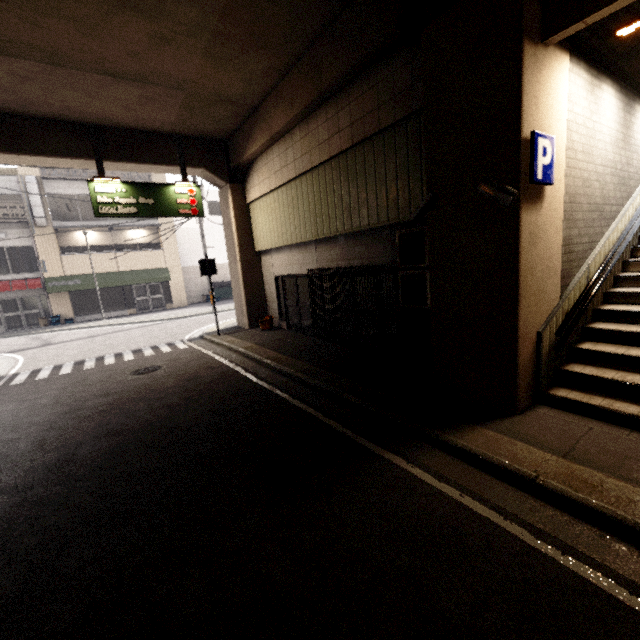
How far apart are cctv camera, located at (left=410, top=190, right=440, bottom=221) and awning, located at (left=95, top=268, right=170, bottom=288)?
22.1 meters

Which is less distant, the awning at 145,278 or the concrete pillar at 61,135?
the concrete pillar at 61,135

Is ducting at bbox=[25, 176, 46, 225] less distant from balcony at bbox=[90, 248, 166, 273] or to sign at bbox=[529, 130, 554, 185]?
balcony at bbox=[90, 248, 166, 273]

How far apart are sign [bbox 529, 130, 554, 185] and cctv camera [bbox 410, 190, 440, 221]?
1.1 meters

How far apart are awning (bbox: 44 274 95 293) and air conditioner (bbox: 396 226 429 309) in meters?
21.0

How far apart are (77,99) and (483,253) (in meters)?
10.37

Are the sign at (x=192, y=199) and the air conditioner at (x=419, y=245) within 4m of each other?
no

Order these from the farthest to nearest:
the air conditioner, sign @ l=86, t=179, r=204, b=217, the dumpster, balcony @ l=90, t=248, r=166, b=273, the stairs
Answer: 1. the dumpster
2. balcony @ l=90, t=248, r=166, b=273
3. sign @ l=86, t=179, r=204, b=217
4. the air conditioner
5. the stairs
